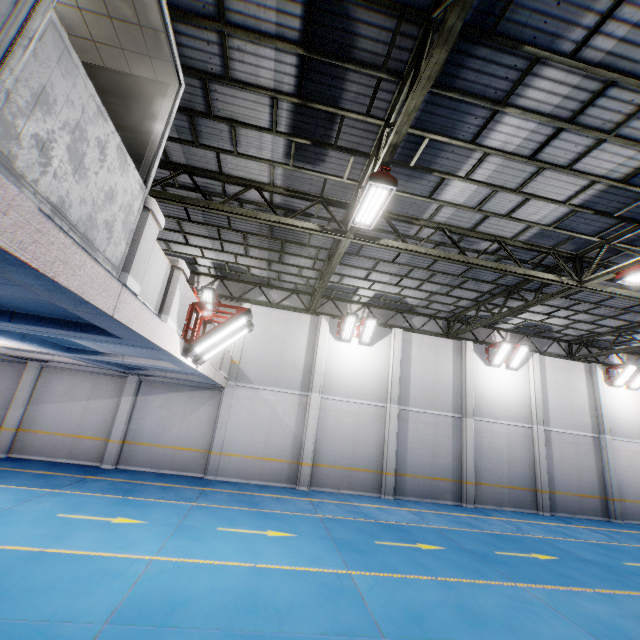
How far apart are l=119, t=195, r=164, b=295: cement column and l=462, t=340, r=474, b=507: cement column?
16.1m

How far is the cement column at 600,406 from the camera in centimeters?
1609cm

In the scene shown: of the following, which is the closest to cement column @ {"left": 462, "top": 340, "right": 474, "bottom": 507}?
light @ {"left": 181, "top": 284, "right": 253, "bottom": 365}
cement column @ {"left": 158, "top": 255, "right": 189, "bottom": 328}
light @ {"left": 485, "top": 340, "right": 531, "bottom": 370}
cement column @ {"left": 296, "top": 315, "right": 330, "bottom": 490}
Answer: light @ {"left": 485, "top": 340, "right": 531, "bottom": 370}

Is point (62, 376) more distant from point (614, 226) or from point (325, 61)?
point (614, 226)

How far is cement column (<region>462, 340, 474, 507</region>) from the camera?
15.1m

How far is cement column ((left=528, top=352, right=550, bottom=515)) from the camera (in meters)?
15.59

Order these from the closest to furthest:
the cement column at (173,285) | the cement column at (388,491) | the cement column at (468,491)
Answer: the cement column at (173,285)
the cement column at (388,491)
the cement column at (468,491)

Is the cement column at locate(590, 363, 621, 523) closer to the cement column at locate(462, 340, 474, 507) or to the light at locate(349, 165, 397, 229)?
the cement column at locate(462, 340, 474, 507)
